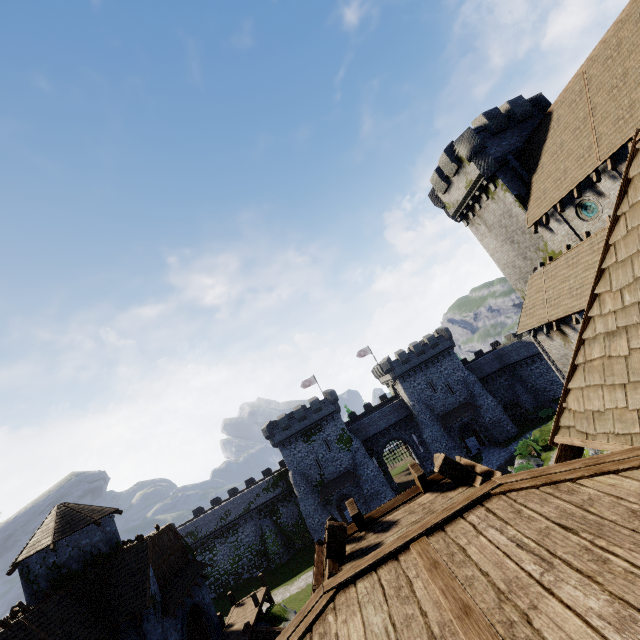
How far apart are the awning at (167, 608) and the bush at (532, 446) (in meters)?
29.06

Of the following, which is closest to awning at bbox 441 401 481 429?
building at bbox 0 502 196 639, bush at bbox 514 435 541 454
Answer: bush at bbox 514 435 541 454

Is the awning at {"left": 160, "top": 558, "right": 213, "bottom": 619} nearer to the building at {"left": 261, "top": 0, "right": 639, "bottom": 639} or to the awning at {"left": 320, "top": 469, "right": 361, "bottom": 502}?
the building at {"left": 261, "top": 0, "right": 639, "bottom": 639}

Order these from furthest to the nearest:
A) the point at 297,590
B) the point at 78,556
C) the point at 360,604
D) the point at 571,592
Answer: the point at 297,590
the point at 78,556
the point at 360,604
the point at 571,592

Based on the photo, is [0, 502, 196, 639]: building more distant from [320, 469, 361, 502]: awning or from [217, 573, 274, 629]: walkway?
[320, 469, 361, 502]: awning

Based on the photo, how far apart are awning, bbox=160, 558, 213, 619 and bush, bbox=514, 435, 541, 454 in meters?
29.1 m

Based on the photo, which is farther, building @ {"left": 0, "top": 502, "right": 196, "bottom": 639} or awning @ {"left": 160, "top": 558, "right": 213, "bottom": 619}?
awning @ {"left": 160, "top": 558, "right": 213, "bottom": 619}

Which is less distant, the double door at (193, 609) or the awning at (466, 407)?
the double door at (193, 609)
